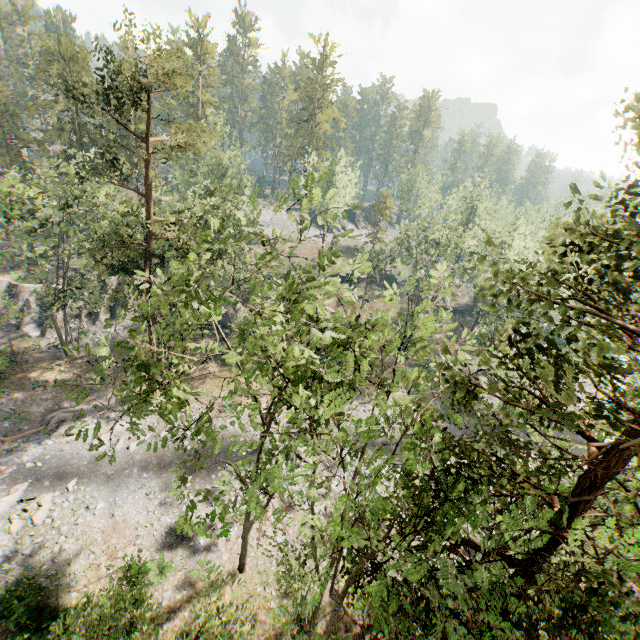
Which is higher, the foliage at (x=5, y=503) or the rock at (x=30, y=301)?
the rock at (x=30, y=301)

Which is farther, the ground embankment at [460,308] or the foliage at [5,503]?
the ground embankment at [460,308]

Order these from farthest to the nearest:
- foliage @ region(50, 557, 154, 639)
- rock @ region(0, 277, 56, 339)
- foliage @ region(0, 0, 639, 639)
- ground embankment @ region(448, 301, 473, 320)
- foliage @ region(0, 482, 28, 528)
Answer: ground embankment @ region(448, 301, 473, 320) < rock @ region(0, 277, 56, 339) < foliage @ region(0, 482, 28, 528) < foliage @ region(50, 557, 154, 639) < foliage @ region(0, 0, 639, 639)

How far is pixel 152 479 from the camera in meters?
23.3

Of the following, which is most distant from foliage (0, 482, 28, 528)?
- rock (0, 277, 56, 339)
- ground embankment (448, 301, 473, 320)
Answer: rock (0, 277, 56, 339)

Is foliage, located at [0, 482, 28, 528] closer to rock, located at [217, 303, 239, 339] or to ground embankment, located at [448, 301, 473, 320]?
ground embankment, located at [448, 301, 473, 320]
